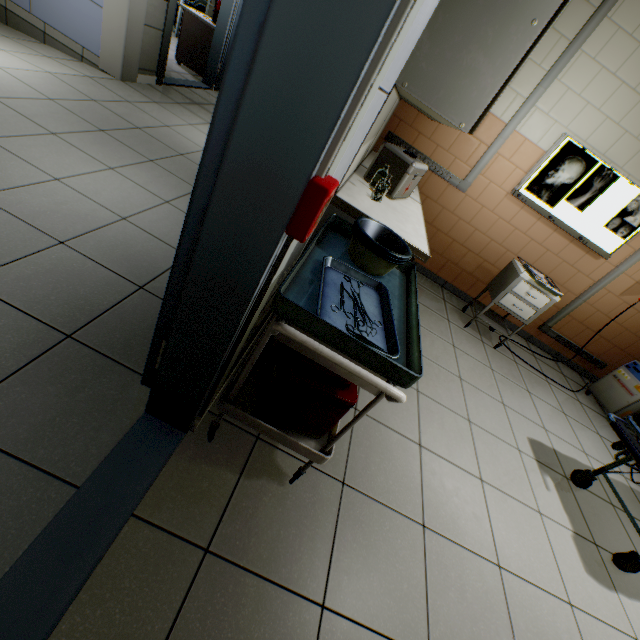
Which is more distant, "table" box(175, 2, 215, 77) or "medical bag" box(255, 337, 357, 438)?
"table" box(175, 2, 215, 77)

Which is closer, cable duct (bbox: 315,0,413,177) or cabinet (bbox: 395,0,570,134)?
cable duct (bbox: 315,0,413,177)

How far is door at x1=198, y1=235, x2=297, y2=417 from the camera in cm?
91

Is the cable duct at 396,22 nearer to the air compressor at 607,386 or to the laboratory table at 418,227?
the laboratory table at 418,227

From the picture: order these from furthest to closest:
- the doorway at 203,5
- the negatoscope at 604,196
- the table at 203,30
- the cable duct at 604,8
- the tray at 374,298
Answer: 1. the doorway at 203,5
2. the table at 203,30
3. the negatoscope at 604,196
4. the cable duct at 604,8
5. the tray at 374,298

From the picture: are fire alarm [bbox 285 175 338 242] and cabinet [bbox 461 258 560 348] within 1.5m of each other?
no

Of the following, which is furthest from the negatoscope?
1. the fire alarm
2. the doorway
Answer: the doorway

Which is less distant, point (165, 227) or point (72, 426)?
point (72, 426)
